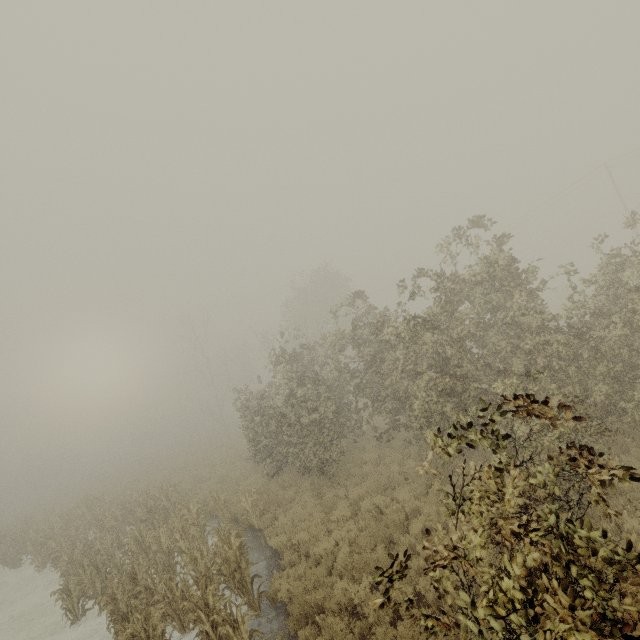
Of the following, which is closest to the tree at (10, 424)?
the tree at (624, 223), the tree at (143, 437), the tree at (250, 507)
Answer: the tree at (143, 437)

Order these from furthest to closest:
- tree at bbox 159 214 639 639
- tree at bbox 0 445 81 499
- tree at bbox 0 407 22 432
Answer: tree at bbox 0 407 22 432 < tree at bbox 0 445 81 499 < tree at bbox 159 214 639 639

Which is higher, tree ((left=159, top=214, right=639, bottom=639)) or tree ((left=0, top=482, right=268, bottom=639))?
tree ((left=159, top=214, right=639, bottom=639))

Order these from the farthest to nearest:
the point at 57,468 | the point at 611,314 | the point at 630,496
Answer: the point at 57,468
the point at 611,314
the point at 630,496

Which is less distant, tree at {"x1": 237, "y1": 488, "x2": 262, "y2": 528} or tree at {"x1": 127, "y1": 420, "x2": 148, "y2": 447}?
tree at {"x1": 237, "y1": 488, "x2": 262, "y2": 528}

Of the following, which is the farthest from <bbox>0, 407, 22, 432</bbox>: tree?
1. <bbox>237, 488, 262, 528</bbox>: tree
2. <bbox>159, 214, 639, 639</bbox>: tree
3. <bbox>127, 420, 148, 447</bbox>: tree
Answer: <bbox>237, 488, 262, 528</bbox>: tree

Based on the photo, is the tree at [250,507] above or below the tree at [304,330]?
below

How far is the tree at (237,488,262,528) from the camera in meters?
12.2 m
